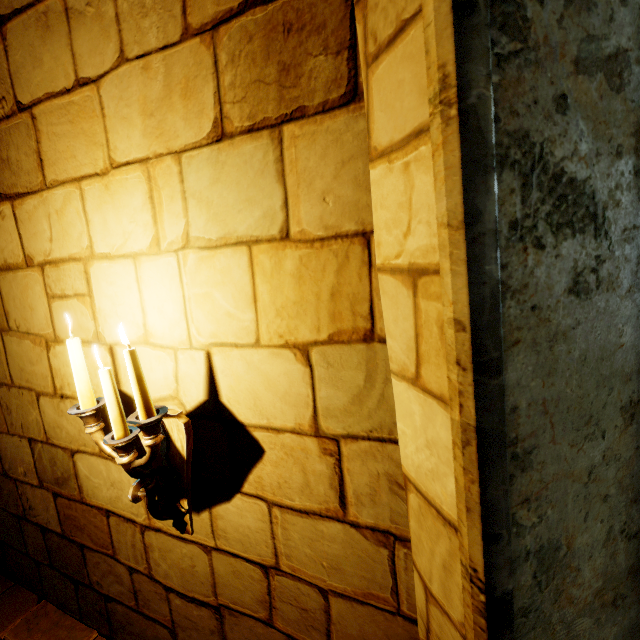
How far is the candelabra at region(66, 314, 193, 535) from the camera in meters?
1.1 m

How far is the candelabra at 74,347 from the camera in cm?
111

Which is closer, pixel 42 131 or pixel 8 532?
pixel 42 131
